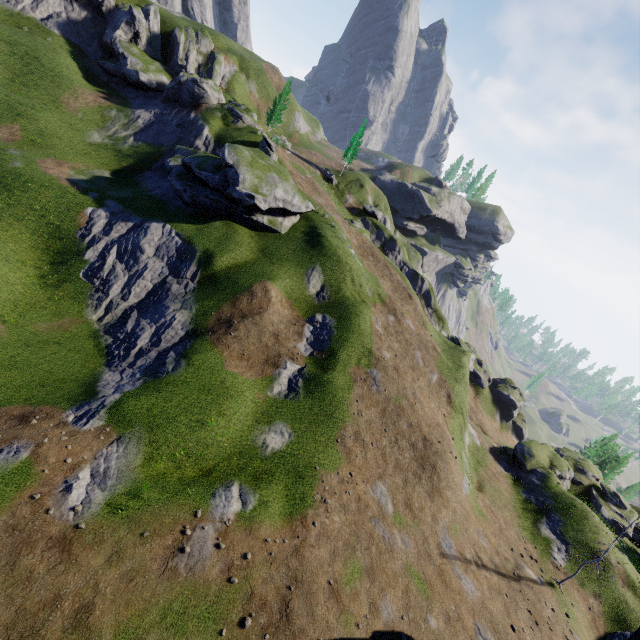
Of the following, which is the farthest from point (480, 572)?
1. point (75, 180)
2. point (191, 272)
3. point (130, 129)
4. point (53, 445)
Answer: point (130, 129)

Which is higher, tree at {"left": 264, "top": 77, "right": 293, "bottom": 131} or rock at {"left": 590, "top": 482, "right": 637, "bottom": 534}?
tree at {"left": 264, "top": 77, "right": 293, "bottom": 131}

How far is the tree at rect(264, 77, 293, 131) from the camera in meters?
55.3 m

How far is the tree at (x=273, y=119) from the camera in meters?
55.3 m

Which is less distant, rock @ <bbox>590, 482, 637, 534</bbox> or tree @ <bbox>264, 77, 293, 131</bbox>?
rock @ <bbox>590, 482, 637, 534</bbox>

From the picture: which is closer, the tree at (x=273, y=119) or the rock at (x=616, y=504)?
the rock at (x=616, y=504)
